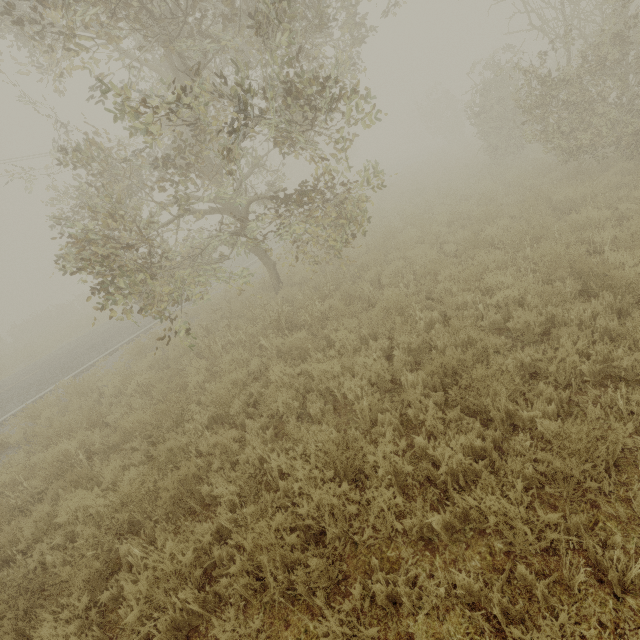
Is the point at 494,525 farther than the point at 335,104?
No

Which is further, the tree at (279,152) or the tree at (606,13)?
the tree at (606,13)

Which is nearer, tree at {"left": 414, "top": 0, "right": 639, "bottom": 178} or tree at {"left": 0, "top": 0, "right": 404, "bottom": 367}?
tree at {"left": 0, "top": 0, "right": 404, "bottom": 367}
